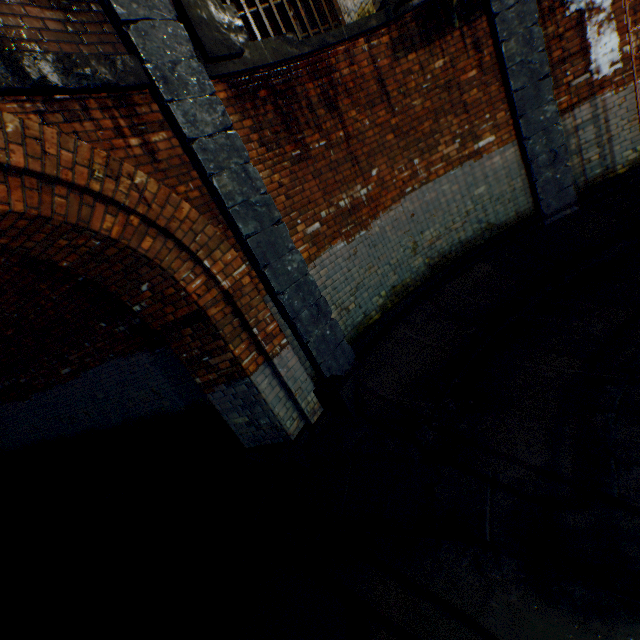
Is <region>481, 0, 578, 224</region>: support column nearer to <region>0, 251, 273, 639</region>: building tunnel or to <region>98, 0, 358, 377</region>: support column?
<region>98, 0, 358, 377</region>: support column

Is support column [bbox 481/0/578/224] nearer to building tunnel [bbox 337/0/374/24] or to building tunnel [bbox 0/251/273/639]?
building tunnel [bbox 337/0/374/24]

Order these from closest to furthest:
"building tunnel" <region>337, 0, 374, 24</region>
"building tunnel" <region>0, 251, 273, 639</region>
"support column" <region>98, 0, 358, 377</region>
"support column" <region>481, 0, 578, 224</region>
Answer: "support column" <region>98, 0, 358, 377</region>
"building tunnel" <region>0, 251, 273, 639</region>
"support column" <region>481, 0, 578, 224</region>
"building tunnel" <region>337, 0, 374, 24</region>

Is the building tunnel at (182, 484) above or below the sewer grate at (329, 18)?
below

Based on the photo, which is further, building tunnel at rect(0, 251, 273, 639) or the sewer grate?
the sewer grate

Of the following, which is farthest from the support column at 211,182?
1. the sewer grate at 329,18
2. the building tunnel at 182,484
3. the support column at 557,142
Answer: the support column at 557,142

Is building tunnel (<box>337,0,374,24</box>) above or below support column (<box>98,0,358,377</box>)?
above

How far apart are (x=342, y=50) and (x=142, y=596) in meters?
7.9 m
